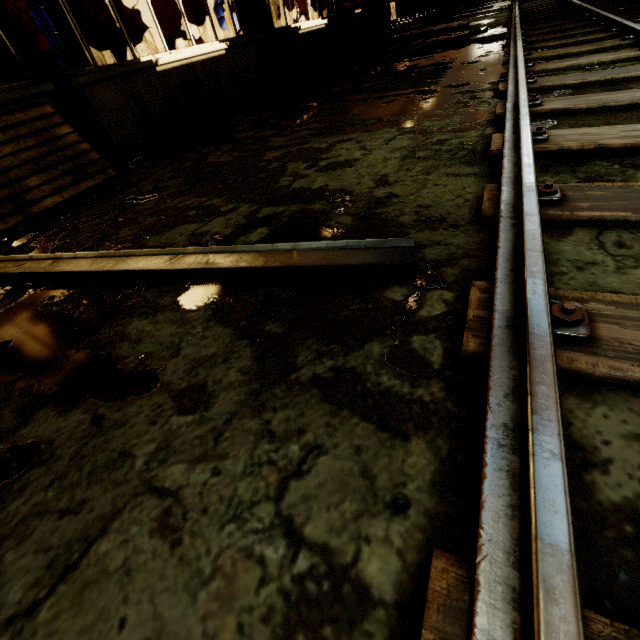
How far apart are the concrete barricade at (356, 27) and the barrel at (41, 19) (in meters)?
8.49

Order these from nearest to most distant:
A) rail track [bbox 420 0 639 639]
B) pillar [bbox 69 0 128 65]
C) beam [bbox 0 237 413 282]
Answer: rail track [bbox 420 0 639 639] < beam [bbox 0 237 413 282] < pillar [bbox 69 0 128 65]

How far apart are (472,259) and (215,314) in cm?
130

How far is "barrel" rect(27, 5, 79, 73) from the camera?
6.3m

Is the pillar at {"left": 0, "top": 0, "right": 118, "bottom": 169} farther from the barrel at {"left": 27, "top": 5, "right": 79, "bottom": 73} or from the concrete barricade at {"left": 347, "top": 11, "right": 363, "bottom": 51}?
the concrete barricade at {"left": 347, "top": 11, "right": 363, "bottom": 51}

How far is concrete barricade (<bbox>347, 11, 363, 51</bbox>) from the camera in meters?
10.7 m

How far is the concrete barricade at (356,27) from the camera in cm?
1073

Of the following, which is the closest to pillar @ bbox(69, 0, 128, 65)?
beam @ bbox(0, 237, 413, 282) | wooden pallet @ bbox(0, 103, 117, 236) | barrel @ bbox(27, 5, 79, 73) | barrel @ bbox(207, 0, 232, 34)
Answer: barrel @ bbox(27, 5, 79, 73)
